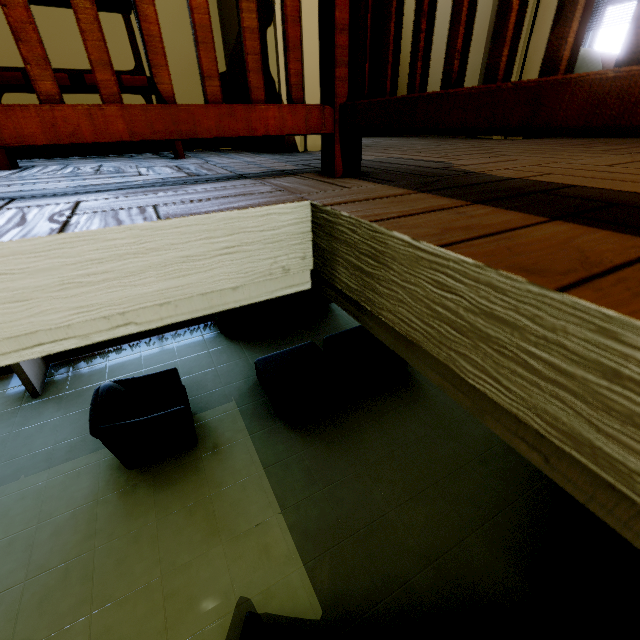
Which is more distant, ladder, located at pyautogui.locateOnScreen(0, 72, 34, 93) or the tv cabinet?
the tv cabinet

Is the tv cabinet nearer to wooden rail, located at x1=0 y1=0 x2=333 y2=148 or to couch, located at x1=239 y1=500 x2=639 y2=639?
couch, located at x1=239 y1=500 x2=639 y2=639

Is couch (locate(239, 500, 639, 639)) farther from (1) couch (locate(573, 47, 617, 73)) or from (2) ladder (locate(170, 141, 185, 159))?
(1) couch (locate(573, 47, 617, 73))

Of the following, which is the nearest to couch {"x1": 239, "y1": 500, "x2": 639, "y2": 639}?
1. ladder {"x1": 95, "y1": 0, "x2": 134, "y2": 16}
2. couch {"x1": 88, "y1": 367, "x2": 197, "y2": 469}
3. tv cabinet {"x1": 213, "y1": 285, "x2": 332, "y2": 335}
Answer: couch {"x1": 88, "y1": 367, "x2": 197, "y2": 469}

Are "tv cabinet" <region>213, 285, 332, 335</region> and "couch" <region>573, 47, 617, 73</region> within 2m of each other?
no

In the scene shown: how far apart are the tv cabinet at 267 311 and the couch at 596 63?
3.5 meters

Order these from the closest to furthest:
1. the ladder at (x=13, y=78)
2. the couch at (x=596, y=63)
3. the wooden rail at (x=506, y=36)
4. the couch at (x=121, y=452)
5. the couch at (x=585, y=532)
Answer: the wooden rail at (x=506, y=36), the ladder at (x=13, y=78), the couch at (x=585, y=532), the couch at (x=121, y=452), the couch at (x=596, y=63)

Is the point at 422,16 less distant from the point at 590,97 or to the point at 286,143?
the point at 590,97
